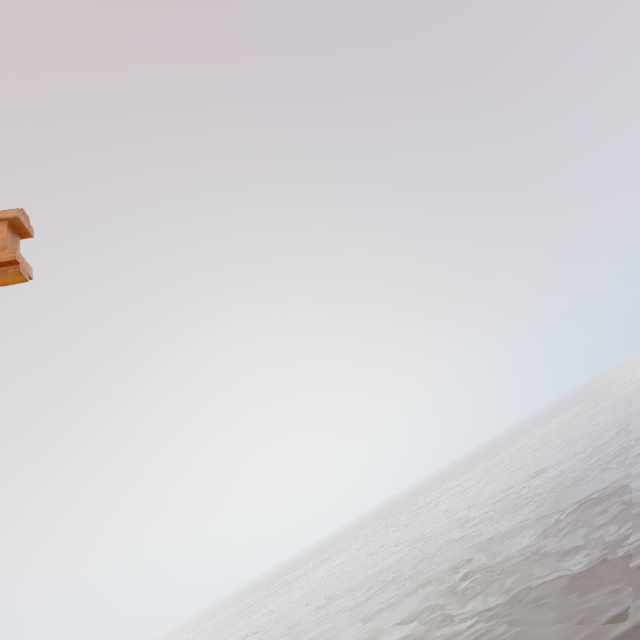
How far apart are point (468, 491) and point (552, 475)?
26.23m
